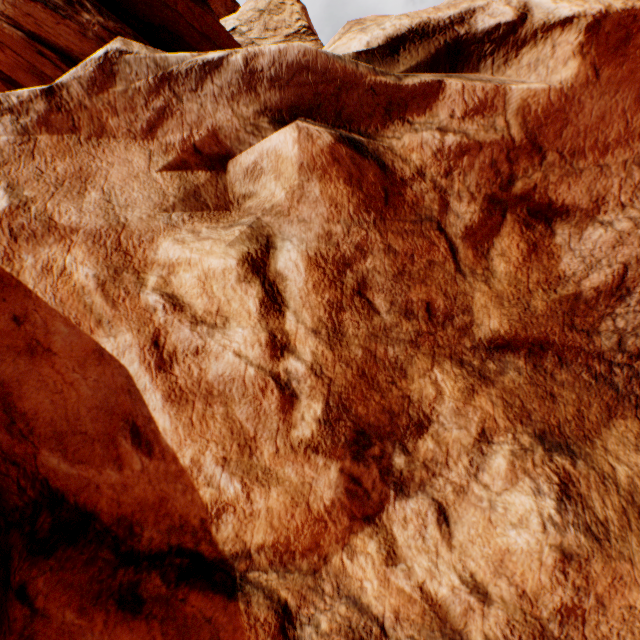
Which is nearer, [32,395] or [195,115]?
[32,395]
